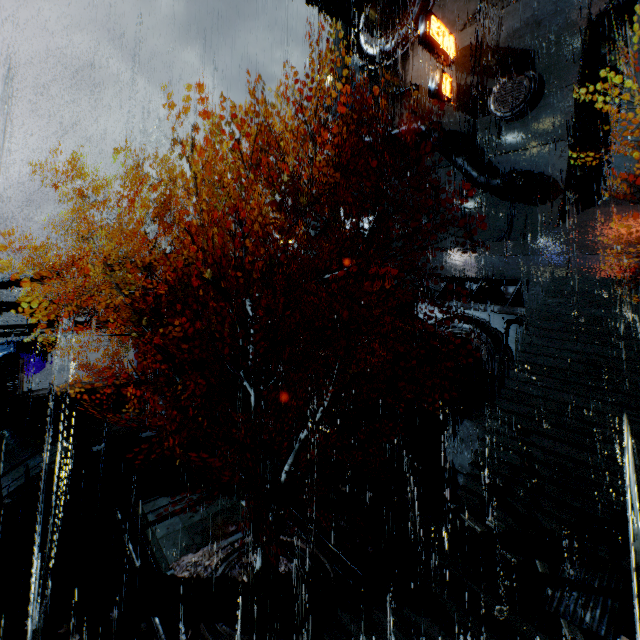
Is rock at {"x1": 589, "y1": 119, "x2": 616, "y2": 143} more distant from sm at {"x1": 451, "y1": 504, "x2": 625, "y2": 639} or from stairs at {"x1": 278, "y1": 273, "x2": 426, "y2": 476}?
sm at {"x1": 451, "y1": 504, "x2": 625, "y2": 639}

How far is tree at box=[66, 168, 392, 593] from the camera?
7.3 meters

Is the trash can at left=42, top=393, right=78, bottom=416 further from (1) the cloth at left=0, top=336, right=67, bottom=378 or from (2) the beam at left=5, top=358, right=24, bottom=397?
(1) the cloth at left=0, top=336, right=67, bottom=378

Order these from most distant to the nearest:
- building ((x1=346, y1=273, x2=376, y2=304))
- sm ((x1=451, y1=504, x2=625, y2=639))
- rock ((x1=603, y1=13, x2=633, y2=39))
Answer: rock ((x1=603, y1=13, x2=633, y2=39)) → building ((x1=346, y1=273, x2=376, y2=304)) → sm ((x1=451, y1=504, x2=625, y2=639))

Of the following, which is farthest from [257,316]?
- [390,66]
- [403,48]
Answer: [403,48]

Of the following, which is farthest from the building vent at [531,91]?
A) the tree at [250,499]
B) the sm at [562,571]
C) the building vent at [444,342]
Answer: the sm at [562,571]

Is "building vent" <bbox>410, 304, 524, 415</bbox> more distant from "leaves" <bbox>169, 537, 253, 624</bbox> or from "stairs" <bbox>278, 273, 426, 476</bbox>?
"leaves" <bbox>169, 537, 253, 624</bbox>

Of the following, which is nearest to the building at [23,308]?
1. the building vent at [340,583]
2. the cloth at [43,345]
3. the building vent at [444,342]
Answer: Answer: the building vent at [444,342]
